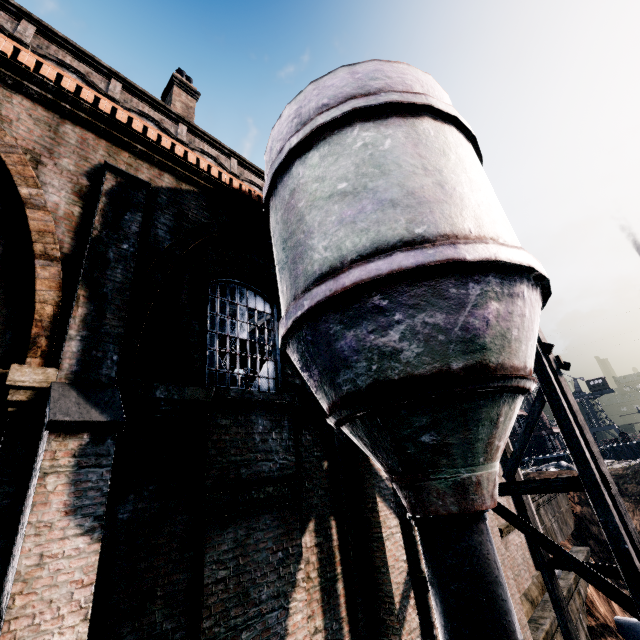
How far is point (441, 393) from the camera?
4.3m

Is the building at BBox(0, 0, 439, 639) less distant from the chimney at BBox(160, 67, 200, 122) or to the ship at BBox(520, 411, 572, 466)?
the chimney at BBox(160, 67, 200, 122)

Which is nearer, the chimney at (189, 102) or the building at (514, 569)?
the building at (514, 569)

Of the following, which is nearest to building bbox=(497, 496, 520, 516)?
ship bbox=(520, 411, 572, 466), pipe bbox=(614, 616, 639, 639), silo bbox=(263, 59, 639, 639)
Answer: silo bbox=(263, 59, 639, 639)

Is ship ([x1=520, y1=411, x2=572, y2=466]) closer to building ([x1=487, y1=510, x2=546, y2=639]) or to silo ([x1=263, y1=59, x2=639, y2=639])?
building ([x1=487, y1=510, x2=546, y2=639])

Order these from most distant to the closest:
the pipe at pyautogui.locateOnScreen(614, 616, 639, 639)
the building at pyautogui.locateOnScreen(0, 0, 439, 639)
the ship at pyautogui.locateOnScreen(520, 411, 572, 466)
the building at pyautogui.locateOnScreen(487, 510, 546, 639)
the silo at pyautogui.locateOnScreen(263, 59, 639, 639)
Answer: the ship at pyautogui.locateOnScreen(520, 411, 572, 466) → the pipe at pyautogui.locateOnScreen(614, 616, 639, 639) → the building at pyautogui.locateOnScreen(487, 510, 546, 639) → the silo at pyautogui.locateOnScreen(263, 59, 639, 639) → the building at pyautogui.locateOnScreen(0, 0, 439, 639)

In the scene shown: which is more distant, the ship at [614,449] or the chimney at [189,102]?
the ship at [614,449]

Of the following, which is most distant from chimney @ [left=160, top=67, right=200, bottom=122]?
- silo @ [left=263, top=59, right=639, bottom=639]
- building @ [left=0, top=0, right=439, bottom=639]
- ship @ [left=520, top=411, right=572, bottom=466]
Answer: ship @ [left=520, top=411, right=572, bottom=466]
